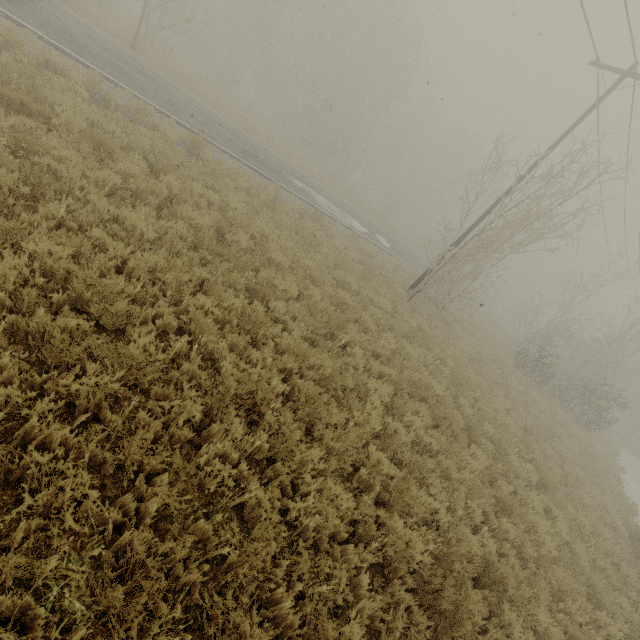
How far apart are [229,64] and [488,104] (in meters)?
25.01
